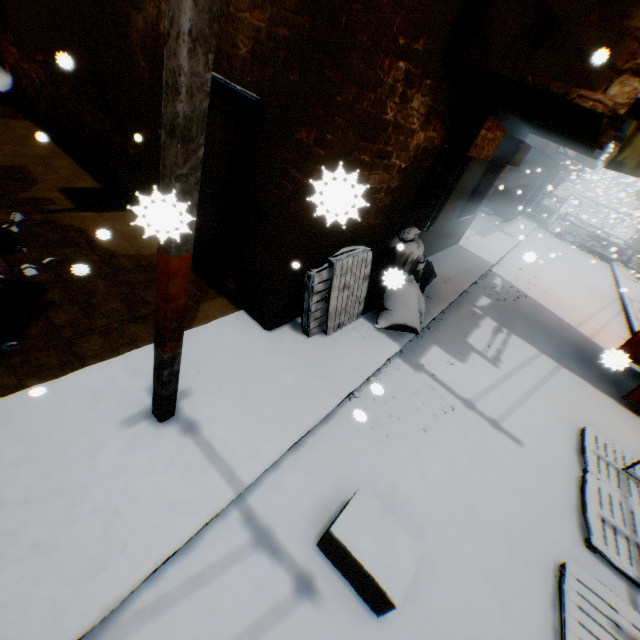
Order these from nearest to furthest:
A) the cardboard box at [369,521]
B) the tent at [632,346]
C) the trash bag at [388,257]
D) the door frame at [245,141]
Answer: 1. the cardboard box at [369,521]
2. the door frame at [245,141]
3. the trash bag at [388,257]
4. the tent at [632,346]

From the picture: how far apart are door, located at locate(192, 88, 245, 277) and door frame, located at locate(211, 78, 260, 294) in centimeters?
1cm

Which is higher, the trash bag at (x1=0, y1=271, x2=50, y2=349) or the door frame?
the door frame

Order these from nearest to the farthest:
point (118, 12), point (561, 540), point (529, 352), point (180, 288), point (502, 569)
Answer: point (180, 288) → point (502, 569) → point (561, 540) → point (118, 12) → point (529, 352)

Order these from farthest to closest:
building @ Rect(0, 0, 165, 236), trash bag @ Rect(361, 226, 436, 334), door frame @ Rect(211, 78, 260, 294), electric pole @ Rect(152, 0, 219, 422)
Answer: trash bag @ Rect(361, 226, 436, 334) → building @ Rect(0, 0, 165, 236) → door frame @ Rect(211, 78, 260, 294) → electric pole @ Rect(152, 0, 219, 422)

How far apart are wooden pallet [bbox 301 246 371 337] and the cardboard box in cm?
180

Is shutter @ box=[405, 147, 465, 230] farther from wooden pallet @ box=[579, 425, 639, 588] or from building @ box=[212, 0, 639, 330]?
wooden pallet @ box=[579, 425, 639, 588]

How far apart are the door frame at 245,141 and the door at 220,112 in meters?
0.0
